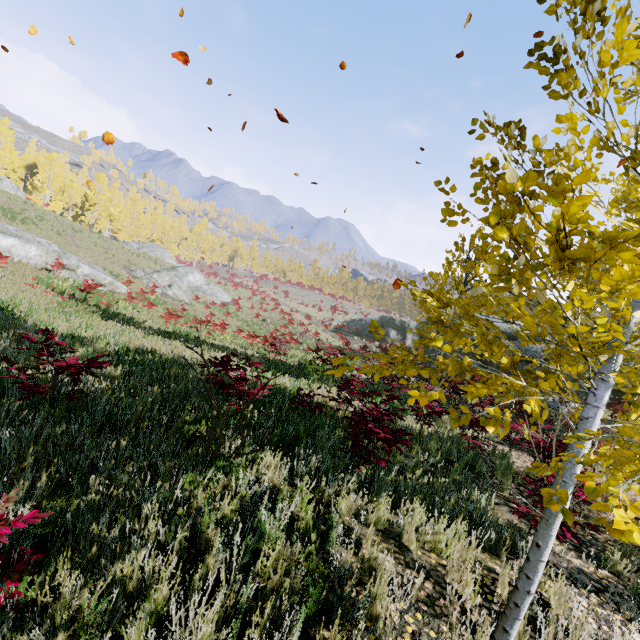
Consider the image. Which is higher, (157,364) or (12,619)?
(12,619)

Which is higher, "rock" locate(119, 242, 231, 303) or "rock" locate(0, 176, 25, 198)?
"rock" locate(0, 176, 25, 198)

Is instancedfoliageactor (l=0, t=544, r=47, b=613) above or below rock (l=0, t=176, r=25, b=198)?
below

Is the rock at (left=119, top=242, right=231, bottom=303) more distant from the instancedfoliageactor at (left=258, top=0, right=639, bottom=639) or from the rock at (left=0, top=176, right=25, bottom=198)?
the instancedfoliageactor at (left=258, top=0, right=639, bottom=639)

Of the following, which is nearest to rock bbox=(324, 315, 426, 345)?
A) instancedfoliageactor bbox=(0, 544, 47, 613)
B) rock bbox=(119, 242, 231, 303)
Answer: rock bbox=(119, 242, 231, 303)

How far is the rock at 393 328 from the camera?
34.5 meters

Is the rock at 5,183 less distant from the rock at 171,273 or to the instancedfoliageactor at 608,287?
the instancedfoliageactor at 608,287

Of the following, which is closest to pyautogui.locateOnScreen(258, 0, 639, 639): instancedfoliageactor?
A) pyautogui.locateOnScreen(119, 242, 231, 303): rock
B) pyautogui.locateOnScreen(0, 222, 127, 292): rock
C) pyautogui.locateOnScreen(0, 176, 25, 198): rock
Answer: pyautogui.locateOnScreen(0, 222, 127, 292): rock
